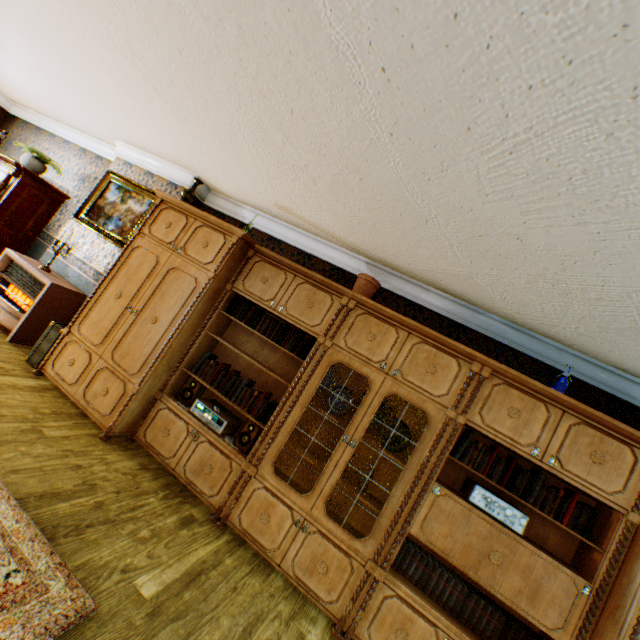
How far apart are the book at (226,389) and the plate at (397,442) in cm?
115

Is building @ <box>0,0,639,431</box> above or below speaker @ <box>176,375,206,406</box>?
above

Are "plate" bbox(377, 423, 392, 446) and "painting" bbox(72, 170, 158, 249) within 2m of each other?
no

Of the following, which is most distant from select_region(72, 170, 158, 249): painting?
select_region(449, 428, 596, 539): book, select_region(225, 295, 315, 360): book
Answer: select_region(449, 428, 596, 539): book

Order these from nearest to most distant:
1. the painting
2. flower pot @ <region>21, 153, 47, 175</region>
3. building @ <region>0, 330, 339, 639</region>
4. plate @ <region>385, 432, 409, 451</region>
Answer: building @ <region>0, 330, 339, 639</region>
plate @ <region>385, 432, 409, 451</region>
the painting
flower pot @ <region>21, 153, 47, 175</region>

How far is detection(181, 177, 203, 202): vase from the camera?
4.0m

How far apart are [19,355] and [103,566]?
3.15m

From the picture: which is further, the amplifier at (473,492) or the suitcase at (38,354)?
the suitcase at (38,354)
